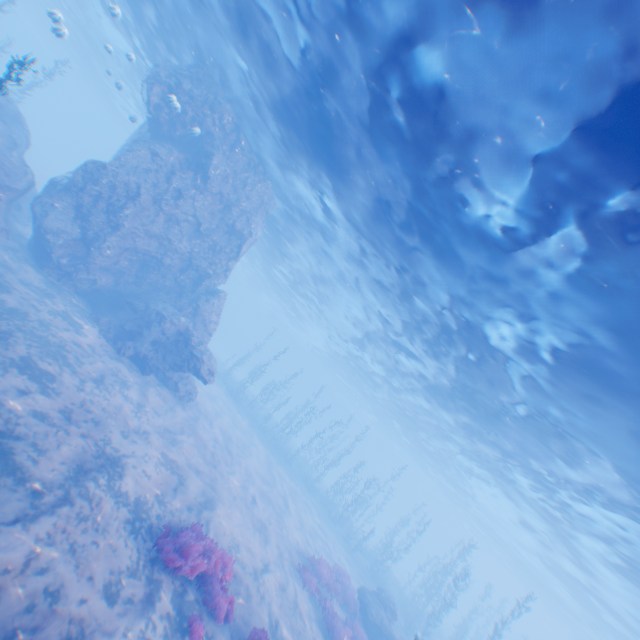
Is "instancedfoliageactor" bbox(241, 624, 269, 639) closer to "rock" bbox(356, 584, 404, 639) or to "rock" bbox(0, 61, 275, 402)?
"rock" bbox(0, 61, 275, 402)

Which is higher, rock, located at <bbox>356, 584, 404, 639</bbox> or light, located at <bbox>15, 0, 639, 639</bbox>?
light, located at <bbox>15, 0, 639, 639</bbox>

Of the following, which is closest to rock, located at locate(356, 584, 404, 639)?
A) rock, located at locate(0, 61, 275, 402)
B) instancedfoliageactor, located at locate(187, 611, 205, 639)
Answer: instancedfoliageactor, located at locate(187, 611, 205, 639)

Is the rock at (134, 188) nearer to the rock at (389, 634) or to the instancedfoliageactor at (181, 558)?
the instancedfoliageactor at (181, 558)

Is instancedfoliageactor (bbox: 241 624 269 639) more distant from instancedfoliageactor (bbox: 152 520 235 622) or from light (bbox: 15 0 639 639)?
light (bbox: 15 0 639 639)

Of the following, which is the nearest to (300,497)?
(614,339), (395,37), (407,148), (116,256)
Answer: (116,256)

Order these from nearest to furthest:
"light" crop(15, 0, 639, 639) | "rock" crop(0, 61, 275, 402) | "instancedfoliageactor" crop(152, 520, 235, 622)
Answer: "light" crop(15, 0, 639, 639), "instancedfoliageactor" crop(152, 520, 235, 622), "rock" crop(0, 61, 275, 402)

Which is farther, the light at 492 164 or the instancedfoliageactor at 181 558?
the instancedfoliageactor at 181 558
